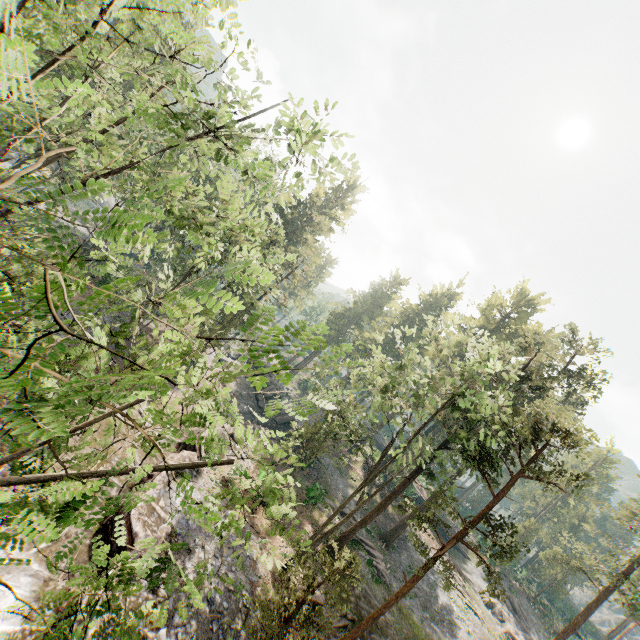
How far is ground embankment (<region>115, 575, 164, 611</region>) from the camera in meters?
11.9 m

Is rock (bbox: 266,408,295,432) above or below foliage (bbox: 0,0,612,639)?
below

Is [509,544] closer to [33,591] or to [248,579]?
[248,579]

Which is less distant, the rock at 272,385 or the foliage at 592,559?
the foliage at 592,559

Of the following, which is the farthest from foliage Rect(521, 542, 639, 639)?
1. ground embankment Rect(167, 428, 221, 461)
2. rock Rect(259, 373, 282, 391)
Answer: rock Rect(259, 373, 282, 391)

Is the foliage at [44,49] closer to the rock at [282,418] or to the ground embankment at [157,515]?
the ground embankment at [157,515]

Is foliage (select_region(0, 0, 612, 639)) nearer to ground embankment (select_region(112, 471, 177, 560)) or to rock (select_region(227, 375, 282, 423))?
ground embankment (select_region(112, 471, 177, 560))
